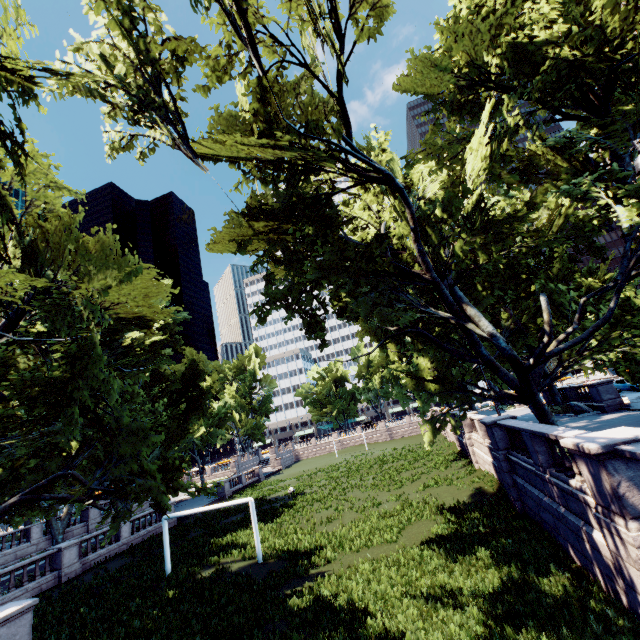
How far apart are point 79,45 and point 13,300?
8.32m

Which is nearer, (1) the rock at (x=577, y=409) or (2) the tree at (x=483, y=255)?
(2) the tree at (x=483, y=255)

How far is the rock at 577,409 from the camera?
25.47m

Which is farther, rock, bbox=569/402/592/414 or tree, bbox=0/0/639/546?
rock, bbox=569/402/592/414

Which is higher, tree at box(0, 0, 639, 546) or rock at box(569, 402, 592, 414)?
tree at box(0, 0, 639, 546)

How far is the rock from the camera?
25.5 meters
